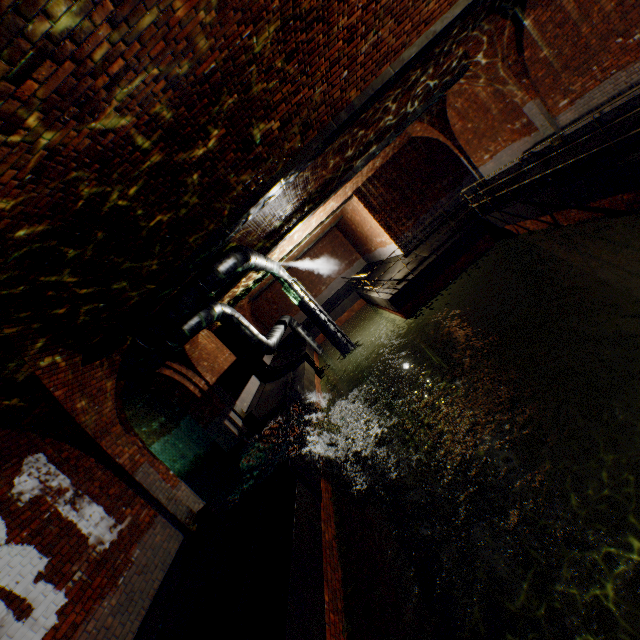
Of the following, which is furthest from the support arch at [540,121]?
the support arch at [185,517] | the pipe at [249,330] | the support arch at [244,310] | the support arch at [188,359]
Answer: the support arch at [244,310]

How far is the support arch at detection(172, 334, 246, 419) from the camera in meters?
10.5

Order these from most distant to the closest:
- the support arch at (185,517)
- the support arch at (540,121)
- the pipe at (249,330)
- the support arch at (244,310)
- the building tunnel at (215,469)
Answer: the support arch at (244,310)
the building tunnel at (215,469)
the support arch at (540,121)
the pipe at (249,330)
the support arch at (185,517)

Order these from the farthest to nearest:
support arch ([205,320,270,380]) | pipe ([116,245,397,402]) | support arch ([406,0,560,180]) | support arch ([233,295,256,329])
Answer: support arch ([233,295,256,329])
support arch ([205,320,270,380])
support arch ([406,0,560,180])
pipe ([116,245,397,402])

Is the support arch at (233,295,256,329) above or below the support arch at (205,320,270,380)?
above

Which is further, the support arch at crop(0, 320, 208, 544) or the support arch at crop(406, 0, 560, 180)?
the support arch at crop(406, 0, 560, 180)

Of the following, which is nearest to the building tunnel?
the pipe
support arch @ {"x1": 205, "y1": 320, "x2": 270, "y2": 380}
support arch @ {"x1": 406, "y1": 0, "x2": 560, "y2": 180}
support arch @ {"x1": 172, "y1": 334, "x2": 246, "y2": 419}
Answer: the pipe

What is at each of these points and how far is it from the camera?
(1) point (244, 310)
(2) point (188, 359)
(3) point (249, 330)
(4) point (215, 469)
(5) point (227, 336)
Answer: (1) support arch, 20.0m
(2) support arch, 10.6m
(3) pipe, 10.3m
(4) building tunnel, 10.9m
(5) support arch, 15.6m
